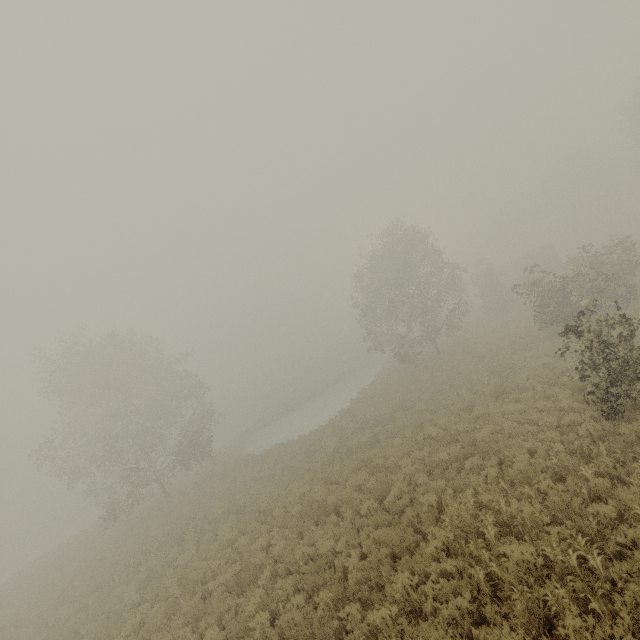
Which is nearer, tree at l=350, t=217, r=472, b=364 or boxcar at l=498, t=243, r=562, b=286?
tree at l=350, t=217, r=472, b=364

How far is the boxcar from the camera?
44.91m

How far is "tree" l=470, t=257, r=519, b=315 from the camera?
39.41m

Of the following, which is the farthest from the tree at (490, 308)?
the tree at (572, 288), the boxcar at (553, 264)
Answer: the boxcar at (553, 264)

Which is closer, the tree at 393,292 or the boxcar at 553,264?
the tree at 393,292

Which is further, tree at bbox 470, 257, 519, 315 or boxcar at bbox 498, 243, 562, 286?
boxcar at bbox 498, 243, 562, 286

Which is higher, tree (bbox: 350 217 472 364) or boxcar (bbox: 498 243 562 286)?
tree (bbox: 350 217 472 364)

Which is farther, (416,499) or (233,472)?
(233,472)
